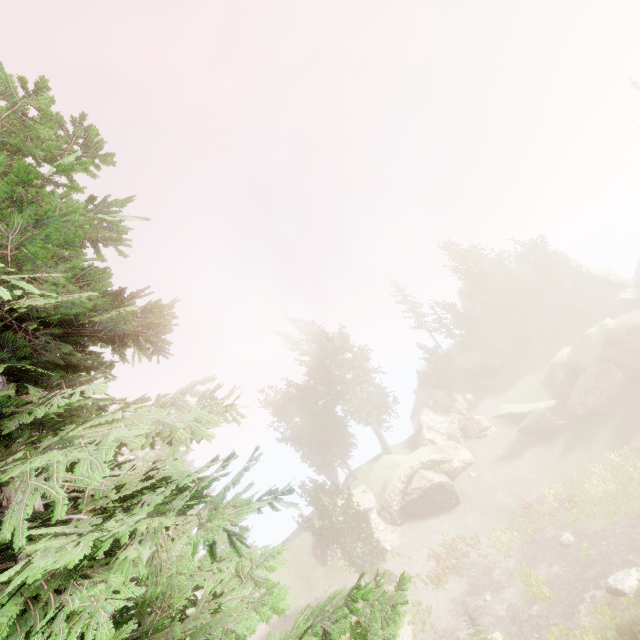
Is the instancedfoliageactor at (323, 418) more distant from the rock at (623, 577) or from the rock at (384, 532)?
the rock at (623, 577)

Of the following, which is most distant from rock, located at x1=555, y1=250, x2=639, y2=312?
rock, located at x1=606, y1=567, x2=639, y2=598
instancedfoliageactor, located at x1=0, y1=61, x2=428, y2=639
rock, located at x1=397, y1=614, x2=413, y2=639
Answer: rock, located at x1=606, y1=567, x2=639, y2=598

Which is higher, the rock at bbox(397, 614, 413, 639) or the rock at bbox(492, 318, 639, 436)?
the rock at bbox(492, 318, 639, 436)

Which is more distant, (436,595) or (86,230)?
(436,595)

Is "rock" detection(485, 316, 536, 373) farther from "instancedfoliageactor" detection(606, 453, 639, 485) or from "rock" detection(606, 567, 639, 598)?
"rock" detection(606, 567, 639, 598)

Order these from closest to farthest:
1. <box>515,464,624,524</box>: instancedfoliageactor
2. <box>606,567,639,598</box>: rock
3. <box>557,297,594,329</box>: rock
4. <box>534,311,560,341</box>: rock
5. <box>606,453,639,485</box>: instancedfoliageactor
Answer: <box>606,567,639,598</box>: rock < <box>606,453,639,485</box>: instancedfoliageactor < <box>515,464,624,524</box>: instancedfoliageactor < <box>557,297,594,329</box>: rock < <box>534,311,560,341</box>: rock
